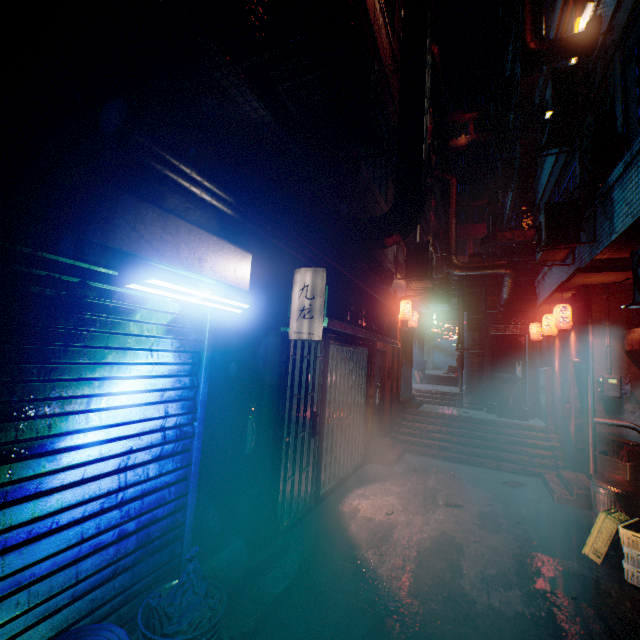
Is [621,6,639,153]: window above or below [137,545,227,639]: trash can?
above

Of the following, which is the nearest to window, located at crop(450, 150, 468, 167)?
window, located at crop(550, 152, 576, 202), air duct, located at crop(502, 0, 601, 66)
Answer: air duct, located at crop(502, 0, 601, 66)

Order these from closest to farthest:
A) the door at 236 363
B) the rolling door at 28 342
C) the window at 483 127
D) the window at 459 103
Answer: the rolling door at 28 342 < the door at 236 363 < the window at 483 127 < the window at 459 103

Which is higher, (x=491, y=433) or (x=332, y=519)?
(x=491, y=433)

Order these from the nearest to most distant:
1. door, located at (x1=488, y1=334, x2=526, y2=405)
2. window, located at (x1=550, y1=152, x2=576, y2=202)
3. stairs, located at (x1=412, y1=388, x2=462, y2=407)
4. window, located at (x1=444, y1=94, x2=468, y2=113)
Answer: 1. window, located at (x1=550, y1=152, x2=576, y2=202)
2. door, located at (x1=488, y1=334, x2=526, y2=405)
3. stairs, located at (x1=412, y1=388, x2=462, y2=407)
4. window, located at (x1=444, y1=94, x2=468, y2=113)

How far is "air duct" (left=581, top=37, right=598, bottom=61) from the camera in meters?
4.8 m

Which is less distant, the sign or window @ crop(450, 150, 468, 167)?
the sign

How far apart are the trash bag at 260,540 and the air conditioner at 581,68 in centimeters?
601cm
